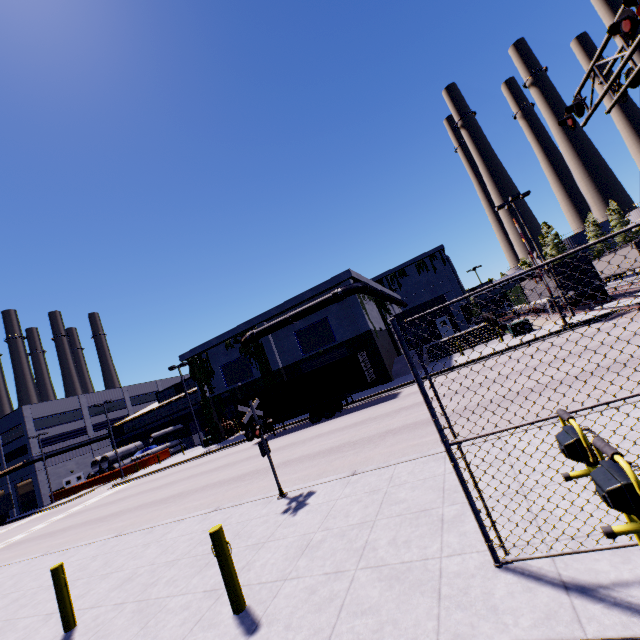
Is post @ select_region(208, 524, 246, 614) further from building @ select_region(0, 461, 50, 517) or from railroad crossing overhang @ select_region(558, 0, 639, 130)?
railroad crossing overhang @ select_region(558, 0, 639, 130)

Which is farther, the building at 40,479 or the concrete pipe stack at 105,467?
the building at 40,479

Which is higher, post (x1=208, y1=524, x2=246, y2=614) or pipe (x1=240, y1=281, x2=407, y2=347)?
pipe (x1=240, y1=281, x2=407, y2=347)

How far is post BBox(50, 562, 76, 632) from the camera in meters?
6.2

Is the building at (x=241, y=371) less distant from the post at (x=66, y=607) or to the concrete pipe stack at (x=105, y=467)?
the concrete pipe stack at (x=105, y=467)

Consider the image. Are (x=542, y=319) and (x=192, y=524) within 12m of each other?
no

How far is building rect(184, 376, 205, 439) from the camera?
47.9 meters

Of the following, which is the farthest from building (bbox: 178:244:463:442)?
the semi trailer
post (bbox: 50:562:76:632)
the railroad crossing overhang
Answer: the railroad crossing overhang
